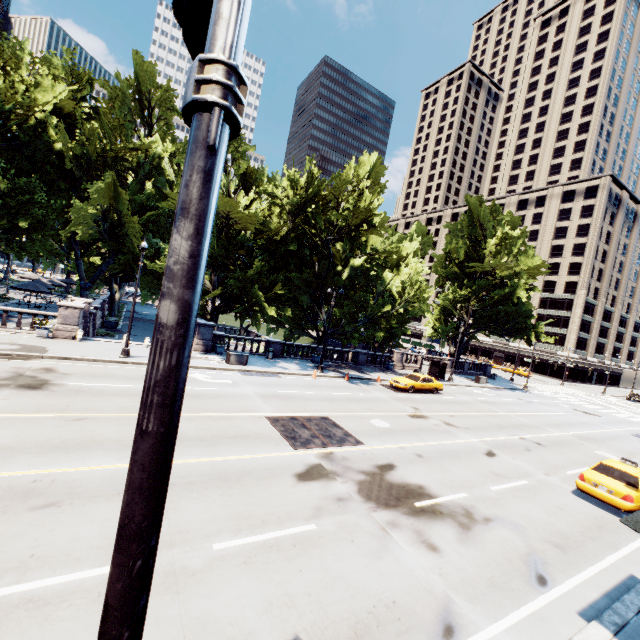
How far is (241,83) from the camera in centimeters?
126cm

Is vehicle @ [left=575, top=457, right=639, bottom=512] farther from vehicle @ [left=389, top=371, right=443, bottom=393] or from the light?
the light

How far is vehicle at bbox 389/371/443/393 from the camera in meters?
26.6

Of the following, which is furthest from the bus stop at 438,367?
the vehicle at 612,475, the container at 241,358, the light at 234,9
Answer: the light at 234,9

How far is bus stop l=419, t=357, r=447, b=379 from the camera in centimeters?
3397cm

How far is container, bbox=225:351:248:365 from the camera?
23.77m

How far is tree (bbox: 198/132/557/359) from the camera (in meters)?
23.73

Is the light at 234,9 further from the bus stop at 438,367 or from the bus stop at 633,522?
the bus stop at 438,367
